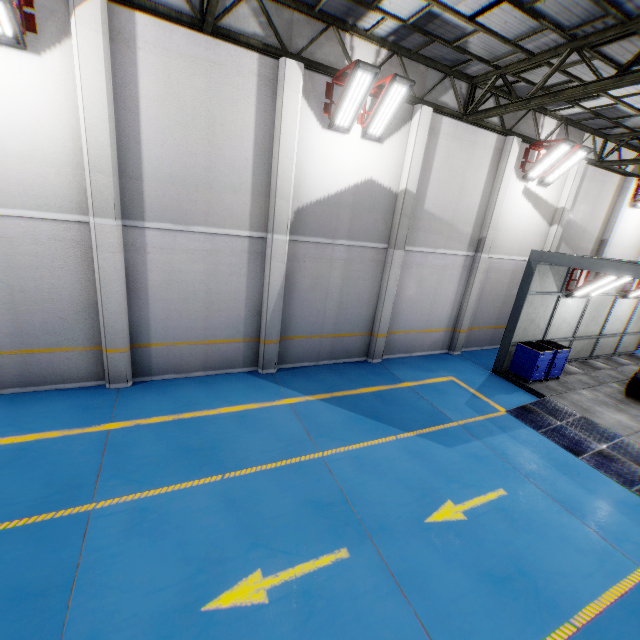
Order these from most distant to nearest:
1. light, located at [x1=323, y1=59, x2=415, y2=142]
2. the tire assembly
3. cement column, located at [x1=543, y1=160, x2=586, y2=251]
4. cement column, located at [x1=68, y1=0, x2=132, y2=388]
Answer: cement column, located at [x1=543, y1=160, x2=586, y2=251] < the tire assembly < light, located at [x1=323, y1=59, x2=415, y2=142] < cement column, located at [x1=68, y1=0, x2=132, y2=388]

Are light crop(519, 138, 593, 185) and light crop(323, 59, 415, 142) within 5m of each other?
no

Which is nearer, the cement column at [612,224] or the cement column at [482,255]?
the cement column at [482,255]

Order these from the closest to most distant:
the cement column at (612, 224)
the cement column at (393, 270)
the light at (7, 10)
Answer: the light at (7, 10) → the cement column at (393, 270) → the cement column at (612, 224)

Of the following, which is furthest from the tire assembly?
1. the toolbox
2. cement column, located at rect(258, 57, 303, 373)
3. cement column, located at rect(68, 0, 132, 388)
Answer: cement column, located at rect(68, 0, 132, 388)

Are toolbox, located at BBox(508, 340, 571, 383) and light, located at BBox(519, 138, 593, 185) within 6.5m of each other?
yes

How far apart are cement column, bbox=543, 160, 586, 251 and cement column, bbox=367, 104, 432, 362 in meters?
7.4

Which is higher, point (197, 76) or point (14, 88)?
point (197, 76)
